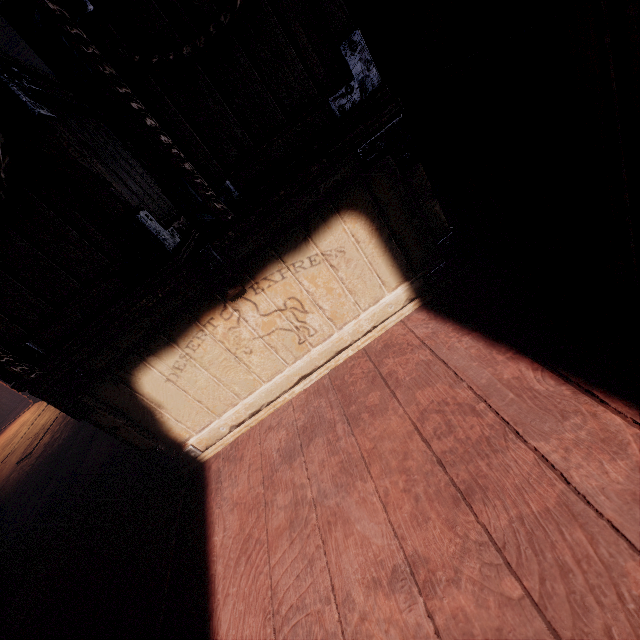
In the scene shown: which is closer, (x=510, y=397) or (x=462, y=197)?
(x=510, y=397)

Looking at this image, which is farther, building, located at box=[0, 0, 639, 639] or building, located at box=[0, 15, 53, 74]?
building, located at box=[0, 15, 53, 74]

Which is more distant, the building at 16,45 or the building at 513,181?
the building at 16,45

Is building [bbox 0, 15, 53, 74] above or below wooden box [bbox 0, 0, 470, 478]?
above

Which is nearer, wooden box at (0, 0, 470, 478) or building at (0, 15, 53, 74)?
wooden box at (0, 0, 470, 478)

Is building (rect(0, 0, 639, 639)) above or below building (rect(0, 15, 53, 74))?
below

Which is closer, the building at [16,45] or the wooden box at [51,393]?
Answer: the wooden box at [51,393]
